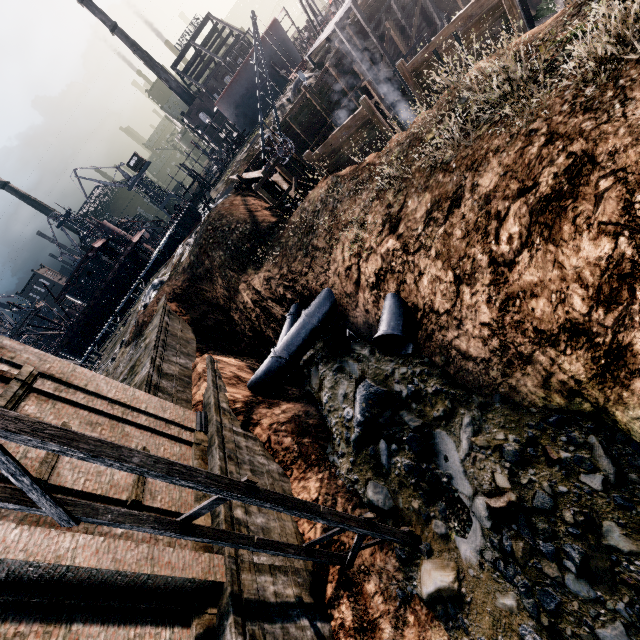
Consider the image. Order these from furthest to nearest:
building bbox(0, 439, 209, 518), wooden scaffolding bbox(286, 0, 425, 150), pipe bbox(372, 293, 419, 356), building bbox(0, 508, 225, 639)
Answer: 1. wooden scaffolding bbox(286, 0, 425, 150)
2. pipe bbox(372, 293, 419, 356)
3. building bbox(0, 439, 209, 518)
4. building bbox(0, 508, 225, 639)

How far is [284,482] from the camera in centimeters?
1423cm

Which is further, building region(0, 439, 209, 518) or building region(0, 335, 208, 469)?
building region(0, 335, 208, 469)

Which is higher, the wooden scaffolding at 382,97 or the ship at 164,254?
the ship at 164,254

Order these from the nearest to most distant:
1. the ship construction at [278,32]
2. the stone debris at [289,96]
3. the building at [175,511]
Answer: the building at [175,511]
the stone debris at [289,96]
the ship construction at [278,32]

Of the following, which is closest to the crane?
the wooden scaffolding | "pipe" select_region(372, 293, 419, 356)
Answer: the wooden scaffolding

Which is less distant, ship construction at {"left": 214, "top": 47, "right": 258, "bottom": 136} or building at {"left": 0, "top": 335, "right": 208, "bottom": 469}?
building at {"left": 0, "top": 335, "right": 208, "bottom": 469}

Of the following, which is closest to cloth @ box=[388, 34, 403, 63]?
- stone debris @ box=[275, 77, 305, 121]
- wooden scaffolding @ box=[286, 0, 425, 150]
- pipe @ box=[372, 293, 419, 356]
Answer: wooden scaffolding @ box=[286, 0, 425, 150]
